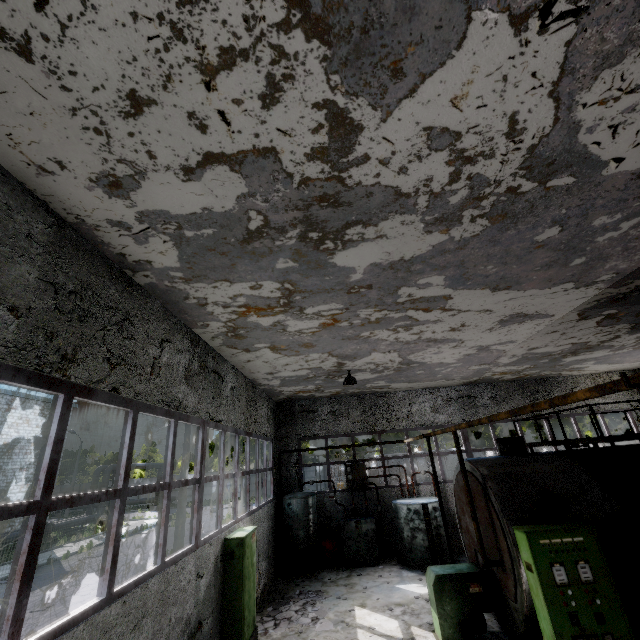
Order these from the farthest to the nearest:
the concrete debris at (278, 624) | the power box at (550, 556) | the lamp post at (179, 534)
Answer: the lamp post at (179, 534)
the concrete debris at (278, 624)
the power box at (550, 556)

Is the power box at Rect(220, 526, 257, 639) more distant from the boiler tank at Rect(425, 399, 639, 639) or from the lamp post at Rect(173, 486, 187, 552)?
the lamp post at Rect(173, 486, 187, 552)

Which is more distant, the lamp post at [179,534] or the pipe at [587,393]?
the lamp post at [179,534]

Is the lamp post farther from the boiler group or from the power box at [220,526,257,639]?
the power box at [220,526,257,639]

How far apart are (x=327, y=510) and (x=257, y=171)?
15.0m

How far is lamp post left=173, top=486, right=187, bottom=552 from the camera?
16.2 meters

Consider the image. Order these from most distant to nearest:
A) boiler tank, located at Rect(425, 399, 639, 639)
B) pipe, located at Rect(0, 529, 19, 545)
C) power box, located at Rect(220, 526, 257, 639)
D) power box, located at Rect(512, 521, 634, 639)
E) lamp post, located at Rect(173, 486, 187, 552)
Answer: pipe, located at Rect(0, 529, 19, 545), lamp post, located at Rect(173, 486, 187, 552), power box, located at Rect(220, 526, 257, 639), boiler tank, located at Rect(425, 399, 639, 639), power box, located at Rect(512, 521, 634, 639)

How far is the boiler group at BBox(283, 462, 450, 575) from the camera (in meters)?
12.16
